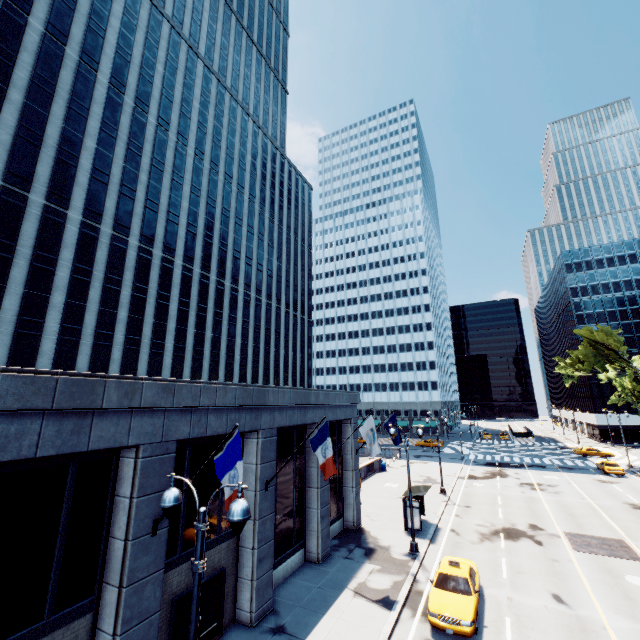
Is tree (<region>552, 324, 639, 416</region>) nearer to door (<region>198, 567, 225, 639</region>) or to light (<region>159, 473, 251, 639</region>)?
light (<region>159, 473, 251, 639</region>)

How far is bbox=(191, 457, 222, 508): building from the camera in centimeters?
1285cm

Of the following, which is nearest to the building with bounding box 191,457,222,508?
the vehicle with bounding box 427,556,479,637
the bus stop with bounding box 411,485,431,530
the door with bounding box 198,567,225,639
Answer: the door with bounding box 198,567,225,639

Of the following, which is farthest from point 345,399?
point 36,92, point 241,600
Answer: point 36,92

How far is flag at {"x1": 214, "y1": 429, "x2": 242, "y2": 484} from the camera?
9.1m

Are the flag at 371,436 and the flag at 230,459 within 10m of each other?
no

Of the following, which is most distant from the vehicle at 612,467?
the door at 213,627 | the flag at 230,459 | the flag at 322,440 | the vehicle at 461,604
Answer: the flag at 230,459

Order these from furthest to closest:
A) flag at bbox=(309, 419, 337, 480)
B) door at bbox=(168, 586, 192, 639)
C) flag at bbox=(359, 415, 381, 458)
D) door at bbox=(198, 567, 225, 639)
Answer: flag at bbox=(359, 415, 381, 458), flag at bbox=(309, 419, 337, 480), door at bbox=(198, 567, 225, 639), door at bbox=(168, 586, 192, 639)
